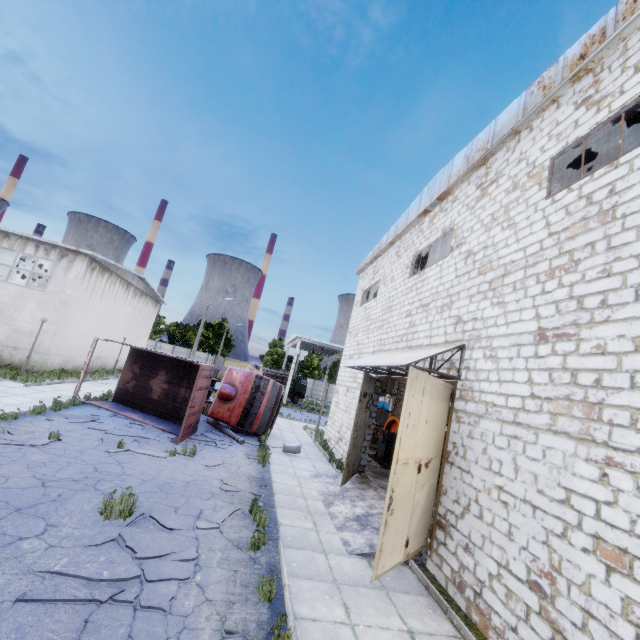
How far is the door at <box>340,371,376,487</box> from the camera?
10.8m

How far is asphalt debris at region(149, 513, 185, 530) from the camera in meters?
6.5 m

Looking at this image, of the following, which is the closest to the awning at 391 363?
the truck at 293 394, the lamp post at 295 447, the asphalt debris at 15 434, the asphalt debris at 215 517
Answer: the lamp post at 295 447

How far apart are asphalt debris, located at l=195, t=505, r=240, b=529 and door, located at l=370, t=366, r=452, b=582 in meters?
3.3

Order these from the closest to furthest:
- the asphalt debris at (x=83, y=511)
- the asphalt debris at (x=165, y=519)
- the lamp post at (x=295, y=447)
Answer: Answer:
the asphalt debris at (x=83, y=511)
the asphalt debris at (x=165, y=519)
the lamp post at (x=295, y=447)

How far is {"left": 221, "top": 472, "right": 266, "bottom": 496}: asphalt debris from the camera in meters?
9.2 m

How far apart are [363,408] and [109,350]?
25.0m

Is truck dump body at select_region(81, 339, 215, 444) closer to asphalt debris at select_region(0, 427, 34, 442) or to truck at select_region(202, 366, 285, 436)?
truck at select_region(202, 366, 285, 436)
